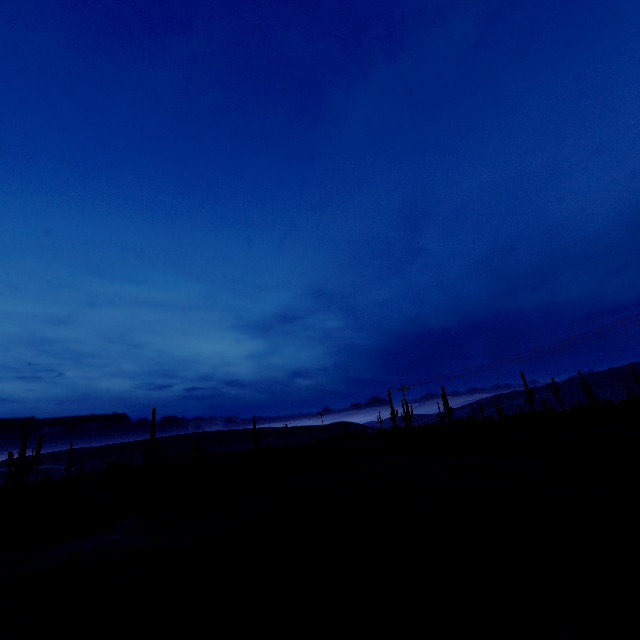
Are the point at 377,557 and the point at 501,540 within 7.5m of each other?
yes
